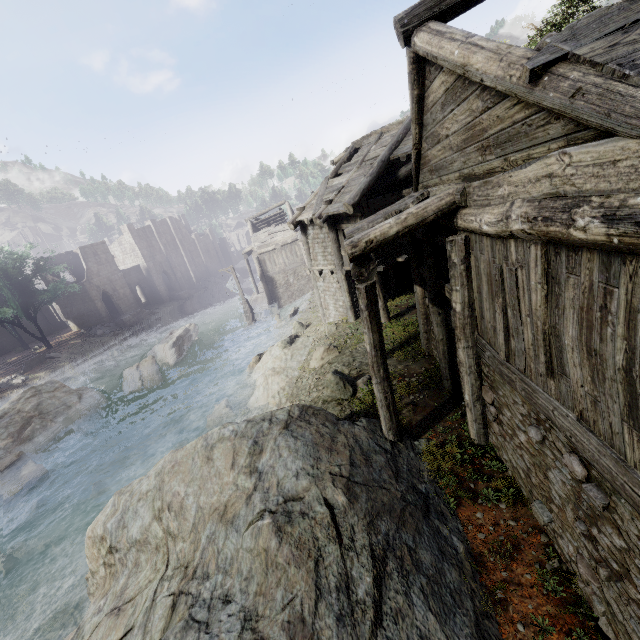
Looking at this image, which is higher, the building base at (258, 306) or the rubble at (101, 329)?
the rubble at (101, 329)

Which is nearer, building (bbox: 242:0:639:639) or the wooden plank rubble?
building (bbox: 242:0:639:639)

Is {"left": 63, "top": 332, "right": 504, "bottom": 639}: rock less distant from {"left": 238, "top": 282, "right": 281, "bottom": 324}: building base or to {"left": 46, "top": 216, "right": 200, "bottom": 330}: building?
{"left": 46, "top": 216, "right": 200, "bottom": 330}: building

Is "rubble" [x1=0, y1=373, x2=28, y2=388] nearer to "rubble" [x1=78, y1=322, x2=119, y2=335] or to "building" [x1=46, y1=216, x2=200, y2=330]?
"rubble" [x1=78, y1=322, x2=119, y2=335]

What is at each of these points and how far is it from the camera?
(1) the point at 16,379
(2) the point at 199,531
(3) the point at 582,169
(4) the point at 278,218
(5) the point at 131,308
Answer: (1) rubble, 29.2m
(2) rock, 5.8m
(3) building, 2.8m
(4) wooden plank rubble, 37.8m
(5) building, 45.5m

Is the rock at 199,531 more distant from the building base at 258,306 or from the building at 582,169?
the building base at 258,306

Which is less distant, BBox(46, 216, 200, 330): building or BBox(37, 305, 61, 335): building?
BBox(46, 216, 200, 330): building

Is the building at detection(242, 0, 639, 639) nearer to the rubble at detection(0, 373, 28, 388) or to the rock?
the rock
